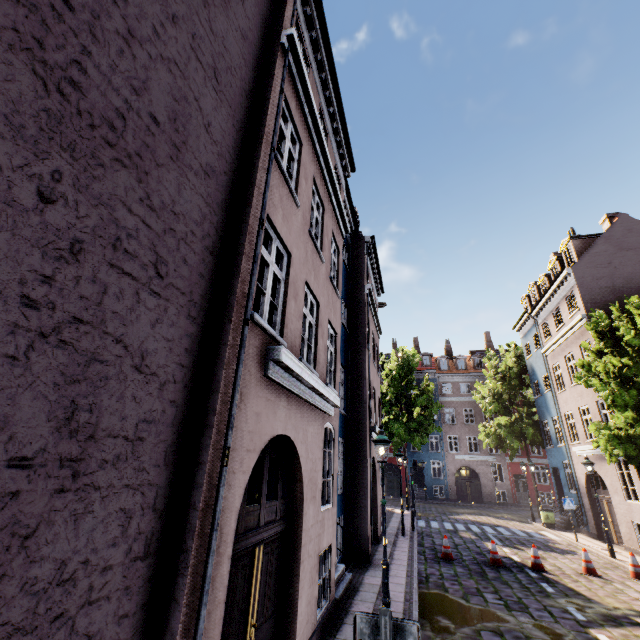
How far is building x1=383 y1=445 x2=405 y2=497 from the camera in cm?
3513

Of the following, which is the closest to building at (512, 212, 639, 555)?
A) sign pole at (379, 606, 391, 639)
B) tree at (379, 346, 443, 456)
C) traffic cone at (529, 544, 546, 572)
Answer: → sign pole at (379, 606, 391, 639)

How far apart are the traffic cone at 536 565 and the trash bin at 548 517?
10.5m

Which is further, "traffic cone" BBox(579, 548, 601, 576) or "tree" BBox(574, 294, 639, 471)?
"tree" BBox(574, 294, 639, 471)

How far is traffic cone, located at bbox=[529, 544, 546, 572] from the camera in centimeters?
1120cm

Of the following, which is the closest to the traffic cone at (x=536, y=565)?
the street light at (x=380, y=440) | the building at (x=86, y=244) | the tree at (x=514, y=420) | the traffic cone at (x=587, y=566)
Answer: the traffic cone at (x=587, y=566)

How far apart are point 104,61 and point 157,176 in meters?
0.9 m

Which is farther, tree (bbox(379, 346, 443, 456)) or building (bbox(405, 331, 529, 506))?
building (bbox(405, 331, 529, 506))
